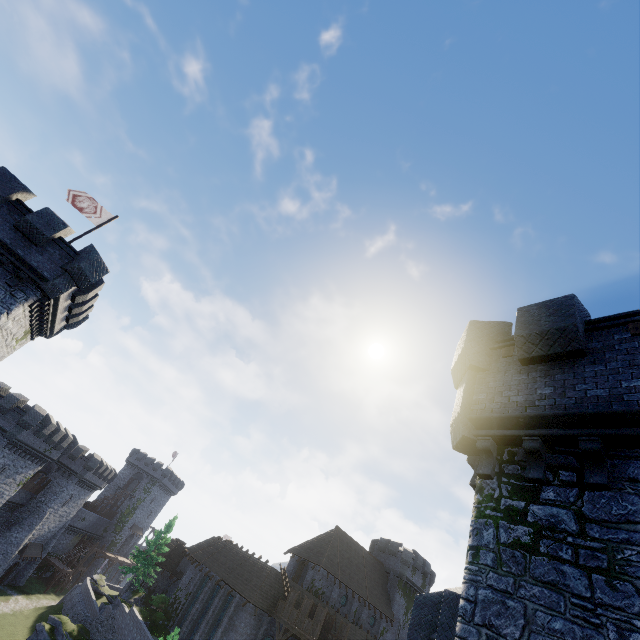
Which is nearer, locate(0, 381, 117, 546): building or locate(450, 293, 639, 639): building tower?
locate(450, 293, 639, 639): building tower

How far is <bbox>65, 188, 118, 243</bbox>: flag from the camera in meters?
20.5

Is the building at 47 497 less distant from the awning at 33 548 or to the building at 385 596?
the awning at 33 548

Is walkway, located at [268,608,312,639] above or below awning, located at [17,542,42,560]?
above

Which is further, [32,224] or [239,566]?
[239,566]

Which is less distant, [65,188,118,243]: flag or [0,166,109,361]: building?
Result: [0,166,109,361]: building

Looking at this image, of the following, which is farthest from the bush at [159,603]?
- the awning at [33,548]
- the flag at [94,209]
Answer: the flag at [94,209]

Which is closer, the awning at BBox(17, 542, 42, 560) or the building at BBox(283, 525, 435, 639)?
the building at BBox(283, 525, 435, 639)
